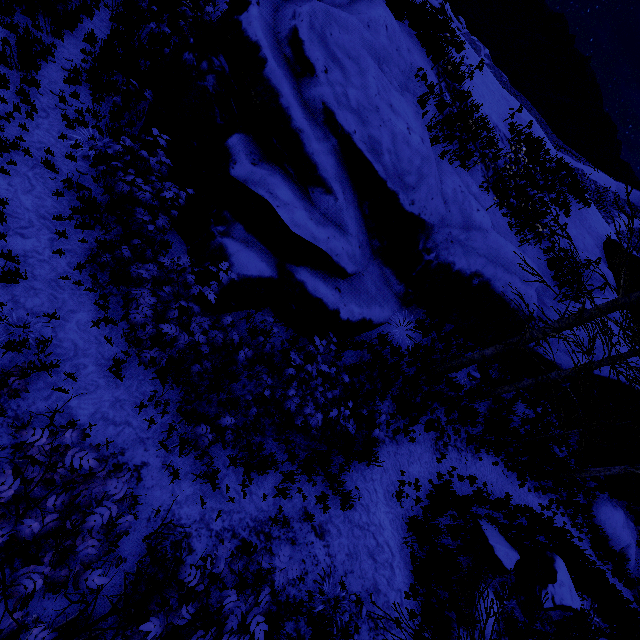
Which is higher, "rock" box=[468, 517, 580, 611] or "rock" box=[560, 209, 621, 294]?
"rock" box=[560, 209, 621, 294]

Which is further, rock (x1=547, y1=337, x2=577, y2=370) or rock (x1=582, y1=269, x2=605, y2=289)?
rock (x1=582, y1=269, x2=605, y2=289)

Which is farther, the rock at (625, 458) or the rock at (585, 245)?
the rock at (585, 245)

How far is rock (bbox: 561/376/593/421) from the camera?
10.9m

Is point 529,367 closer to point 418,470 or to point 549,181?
point 418,470
